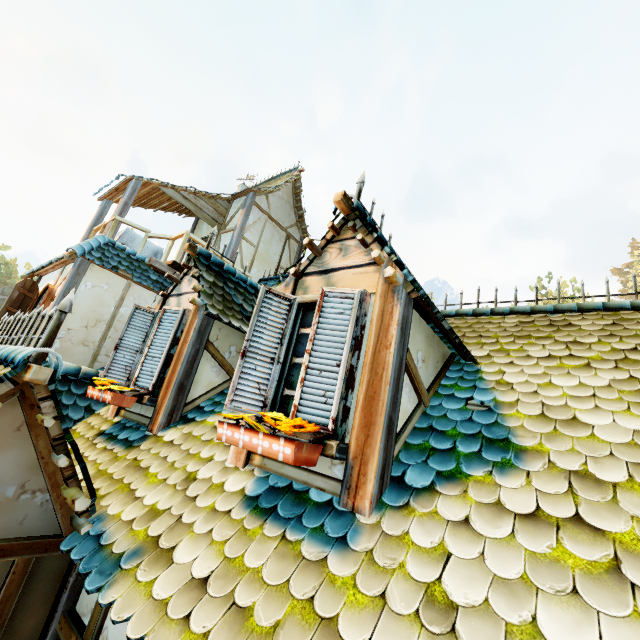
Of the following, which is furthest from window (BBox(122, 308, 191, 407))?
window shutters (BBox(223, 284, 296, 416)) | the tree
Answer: the tree

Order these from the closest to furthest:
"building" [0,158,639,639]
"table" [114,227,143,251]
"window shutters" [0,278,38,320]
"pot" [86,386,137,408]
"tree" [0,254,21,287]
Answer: "building" [0,158,639,639] < "pot" [86,386,137,408] < "window shutters" [0,278,38,320] < "table" [114,227,143,251] < "tree" [0,254,21,287]

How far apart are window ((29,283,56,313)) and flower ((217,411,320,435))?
7.2m

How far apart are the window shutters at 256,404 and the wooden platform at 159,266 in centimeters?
591cm

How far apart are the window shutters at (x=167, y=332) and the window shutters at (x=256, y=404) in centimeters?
187cm

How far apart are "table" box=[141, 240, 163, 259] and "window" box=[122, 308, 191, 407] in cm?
527

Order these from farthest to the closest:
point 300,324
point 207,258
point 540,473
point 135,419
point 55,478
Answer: point 207,258 < point 135,419 < point 300,324 < point 55,478 < point 540,473
